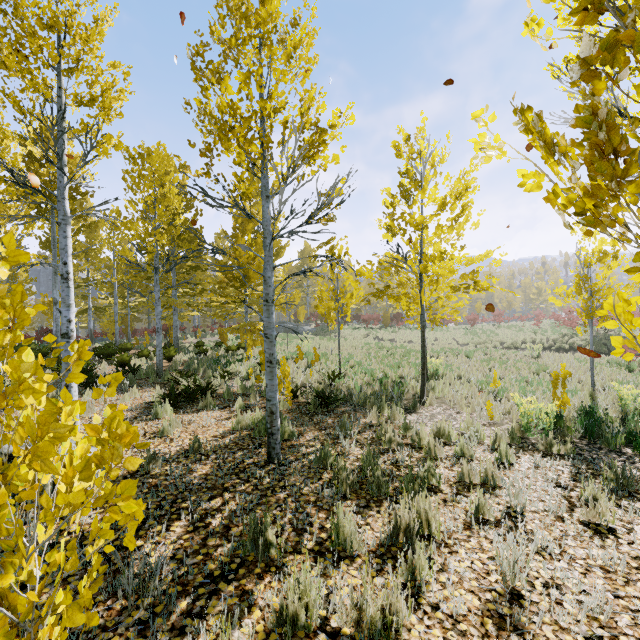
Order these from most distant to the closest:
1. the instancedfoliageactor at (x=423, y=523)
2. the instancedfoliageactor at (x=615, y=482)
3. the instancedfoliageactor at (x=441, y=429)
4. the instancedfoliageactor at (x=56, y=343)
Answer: the instancedfoliageactor at (x=441, y=429)
the instancedfoliageactor at (x=615, y=482)
the instancedfoliageactor at (x=423, y=523)
the instancedfoliageactor at (x=56, y=343)

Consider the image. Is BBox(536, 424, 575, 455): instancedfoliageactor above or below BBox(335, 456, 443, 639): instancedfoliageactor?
below

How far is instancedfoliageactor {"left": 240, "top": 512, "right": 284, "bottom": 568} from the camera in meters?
2.6

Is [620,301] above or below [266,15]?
below

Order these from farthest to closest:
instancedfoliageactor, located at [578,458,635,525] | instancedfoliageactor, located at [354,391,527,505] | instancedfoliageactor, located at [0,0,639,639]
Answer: instancedfoliageactor, located at [354,391,527,505], instancedfoliageactor, located at [578,458,635,525], instancedfoliageactor, located at [0,0,639,639]

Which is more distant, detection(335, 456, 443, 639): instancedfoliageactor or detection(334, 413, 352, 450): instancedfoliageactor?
detection(334, 413, 352, 450): instancedfoliageactor

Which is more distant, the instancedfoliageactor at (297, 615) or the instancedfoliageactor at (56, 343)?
the instancedfoliageactor at (297, 615)
